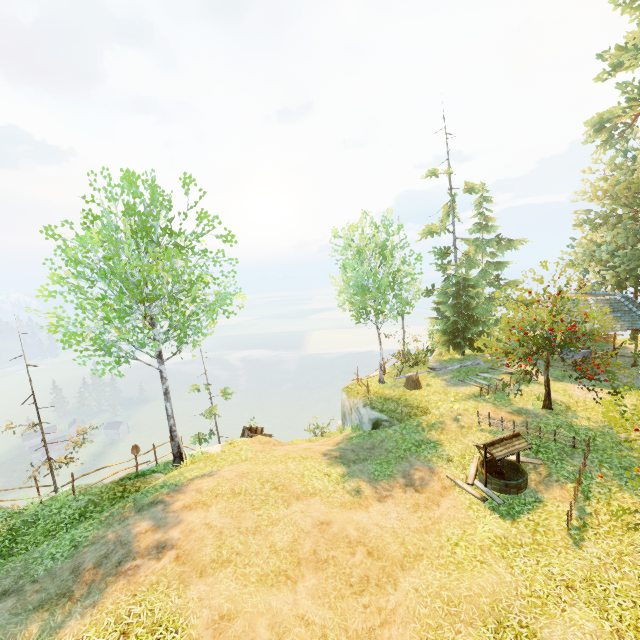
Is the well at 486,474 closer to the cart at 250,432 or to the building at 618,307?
the building at 618,307

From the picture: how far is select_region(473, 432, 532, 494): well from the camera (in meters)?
11.05

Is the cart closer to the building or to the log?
the log

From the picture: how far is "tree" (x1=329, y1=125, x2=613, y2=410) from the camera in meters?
14.3

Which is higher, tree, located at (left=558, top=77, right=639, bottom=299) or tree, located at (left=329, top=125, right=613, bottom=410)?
tree, located at (left=558, top=77, right=639, bottom=299)

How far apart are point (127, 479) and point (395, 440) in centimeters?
1198cm

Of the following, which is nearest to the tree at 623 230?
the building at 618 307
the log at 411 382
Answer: the building at 618 307
